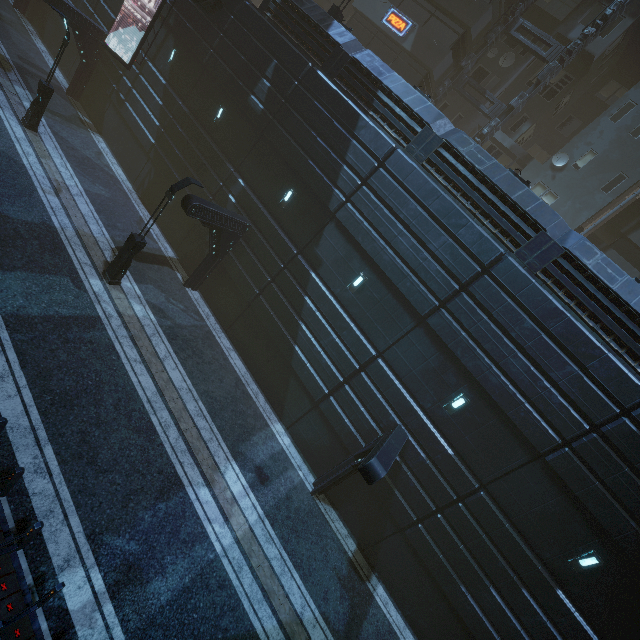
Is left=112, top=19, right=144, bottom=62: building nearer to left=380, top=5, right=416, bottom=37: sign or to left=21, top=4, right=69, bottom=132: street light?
left=380, top=5, right=416, bottom=37: sign

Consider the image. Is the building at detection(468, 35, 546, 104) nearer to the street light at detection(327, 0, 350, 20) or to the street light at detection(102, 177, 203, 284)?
the street light at detection(102, 177, 203, 284)

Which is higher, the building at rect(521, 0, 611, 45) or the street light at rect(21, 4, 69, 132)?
the building at rect(521, 0, 611, 45)

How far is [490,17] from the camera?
20.5m

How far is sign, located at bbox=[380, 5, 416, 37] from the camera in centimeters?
2186cm

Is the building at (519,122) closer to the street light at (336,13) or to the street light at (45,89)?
the street light at (336,13)

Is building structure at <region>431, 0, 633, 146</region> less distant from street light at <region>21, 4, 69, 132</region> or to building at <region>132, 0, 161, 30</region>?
building at <region>132, 0, 161, 30</region>

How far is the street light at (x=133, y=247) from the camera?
12.0m
